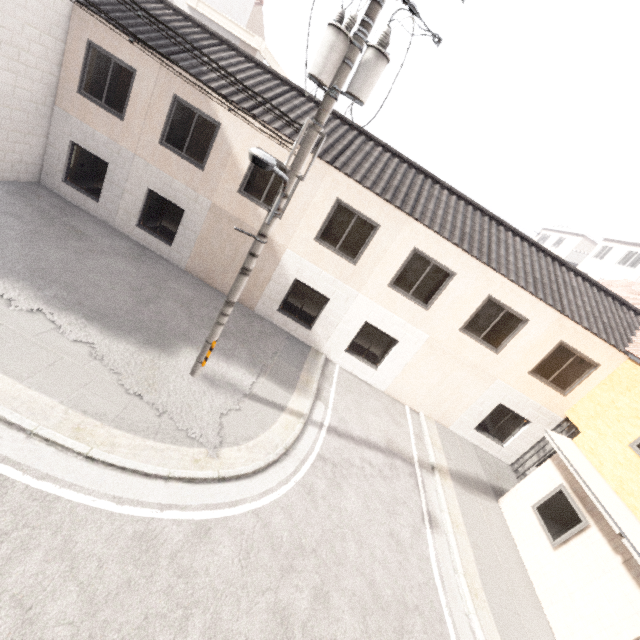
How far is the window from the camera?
7.96m

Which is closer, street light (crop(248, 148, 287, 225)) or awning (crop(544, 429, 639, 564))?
street light (crop(248, 148, 287, 225))

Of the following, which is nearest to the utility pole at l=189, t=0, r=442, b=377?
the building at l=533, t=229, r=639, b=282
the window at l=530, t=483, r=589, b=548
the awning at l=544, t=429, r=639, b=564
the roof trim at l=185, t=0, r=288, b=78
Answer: the awning at l=544, t=429, r=639, b=564

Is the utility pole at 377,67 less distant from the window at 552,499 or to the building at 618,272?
the window at 552,499

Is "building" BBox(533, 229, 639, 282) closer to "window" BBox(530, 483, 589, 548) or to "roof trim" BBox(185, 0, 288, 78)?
"window" BBox(530, 483, 589, 548)

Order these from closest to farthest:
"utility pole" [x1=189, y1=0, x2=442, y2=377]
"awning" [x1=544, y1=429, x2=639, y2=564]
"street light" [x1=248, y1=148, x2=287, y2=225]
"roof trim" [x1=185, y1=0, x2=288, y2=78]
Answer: "street light" [x1=248, y1=148, x2=287, y2=225], "utility pole" [x1=189, y1=0, x2=442, y2=377], "awning" [x1=544, y1=429, x2=639, y2=564], "roof trim" [x1=185, y1=0, x2=288, y2=78]

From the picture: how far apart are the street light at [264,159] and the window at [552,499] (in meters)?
10.16

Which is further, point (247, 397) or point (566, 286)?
point (566, 286)
